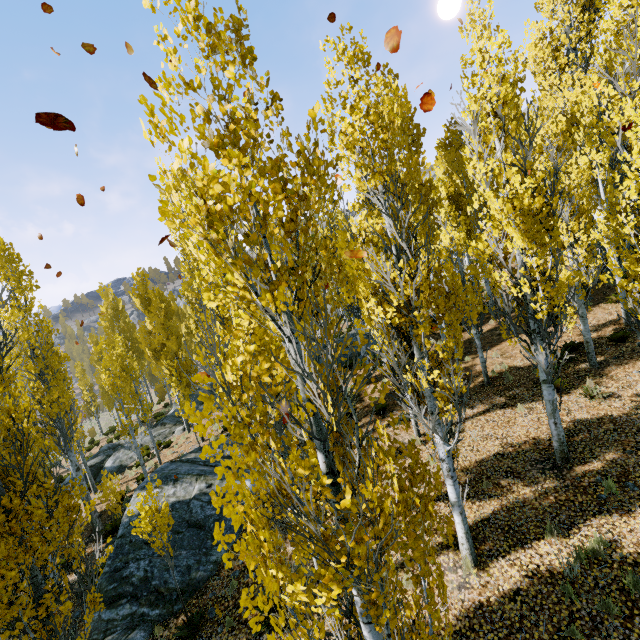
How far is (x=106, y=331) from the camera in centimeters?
2634cm

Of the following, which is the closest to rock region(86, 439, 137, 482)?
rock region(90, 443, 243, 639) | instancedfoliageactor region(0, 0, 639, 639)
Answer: instancedfoliageactor region(0, 0, 639, 639)

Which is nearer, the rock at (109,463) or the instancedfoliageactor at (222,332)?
the instancedfoliageactor at (222,332)

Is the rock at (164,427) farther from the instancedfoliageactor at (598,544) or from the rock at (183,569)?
the rock at (183,569)

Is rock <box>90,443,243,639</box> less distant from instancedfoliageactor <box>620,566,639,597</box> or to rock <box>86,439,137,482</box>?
instancedfoliageactor <box>620,566,639,597</box>
